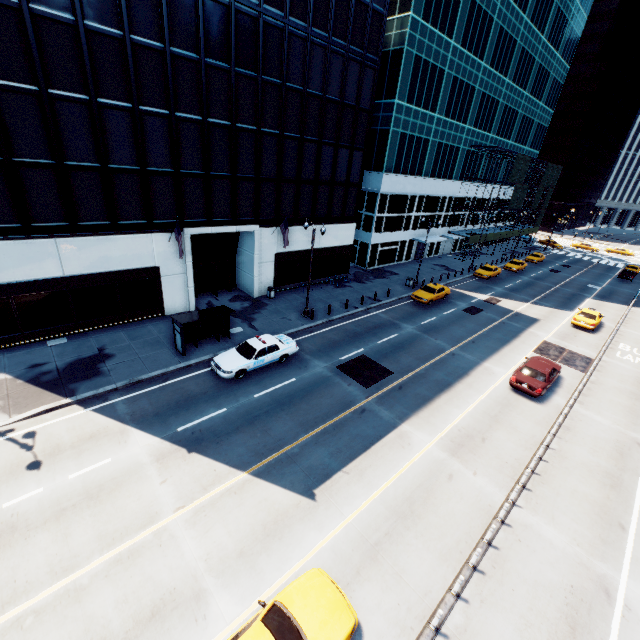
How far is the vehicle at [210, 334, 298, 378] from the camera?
17.7m

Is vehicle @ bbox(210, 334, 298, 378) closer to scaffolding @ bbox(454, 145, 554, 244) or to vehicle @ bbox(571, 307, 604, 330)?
vehicle @ bbox(571, 307, 604, 330)

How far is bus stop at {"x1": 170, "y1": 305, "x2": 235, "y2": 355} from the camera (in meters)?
18.52

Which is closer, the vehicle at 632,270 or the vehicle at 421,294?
the vehicle at 421,294

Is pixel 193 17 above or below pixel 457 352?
above

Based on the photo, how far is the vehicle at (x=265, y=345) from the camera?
17.7 meters

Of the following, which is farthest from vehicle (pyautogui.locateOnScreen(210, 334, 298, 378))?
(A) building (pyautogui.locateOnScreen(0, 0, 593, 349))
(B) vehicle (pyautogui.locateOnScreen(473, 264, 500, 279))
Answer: (B) vehicle (pyautogui.locateOnScreen(473, 264, 500, 279))

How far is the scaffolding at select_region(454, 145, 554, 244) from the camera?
46.1 meters
